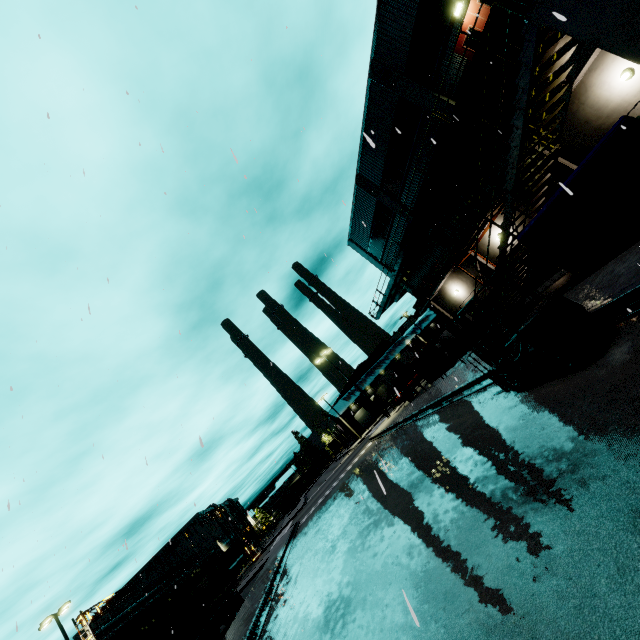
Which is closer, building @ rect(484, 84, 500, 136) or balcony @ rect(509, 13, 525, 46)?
balcony @ rect(509, 13, 525, 46)

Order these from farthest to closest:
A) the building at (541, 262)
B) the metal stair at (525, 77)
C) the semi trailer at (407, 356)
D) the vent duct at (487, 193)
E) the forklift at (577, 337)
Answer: the semi trailer at (407, 356), the building at (541, 262), the vent duct at (487, 193), the metal stair at (525, 77), the forklift at (577, 337)

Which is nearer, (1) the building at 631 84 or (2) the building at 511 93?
(1) the building at 631 84

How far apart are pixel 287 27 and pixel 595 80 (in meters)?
15.16

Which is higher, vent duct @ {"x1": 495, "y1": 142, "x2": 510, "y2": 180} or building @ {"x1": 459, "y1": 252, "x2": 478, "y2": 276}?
vent duct @ {"x1": 495, "y1": 142, "x2": 510, "y2": 180}

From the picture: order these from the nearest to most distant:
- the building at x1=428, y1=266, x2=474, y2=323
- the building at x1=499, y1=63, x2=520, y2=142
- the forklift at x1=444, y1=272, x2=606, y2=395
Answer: the forklift at x1=444, y1=272, x2=606, y2=395, the building at x1=499, y1=63, x2=520, y2=142, the building at x1=428, y1=266, x2=474, y2=323

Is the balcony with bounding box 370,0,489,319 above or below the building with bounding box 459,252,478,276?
above

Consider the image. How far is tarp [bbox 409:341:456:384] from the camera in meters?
18.2 m
